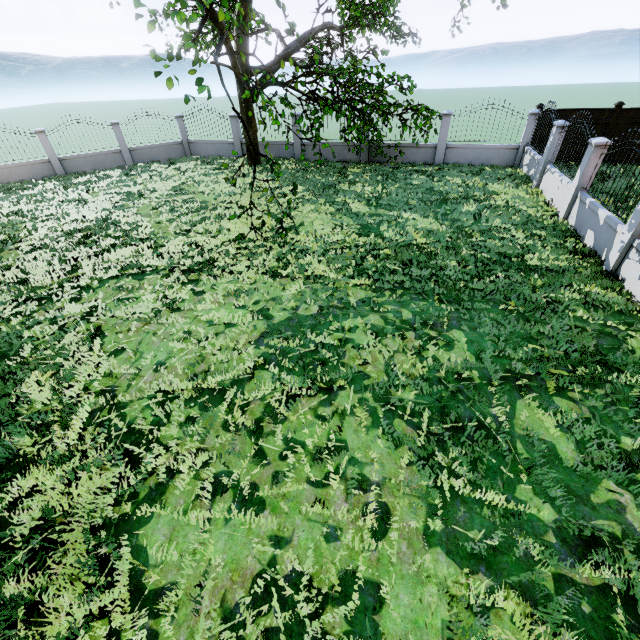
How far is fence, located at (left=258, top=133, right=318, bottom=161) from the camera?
17.8m

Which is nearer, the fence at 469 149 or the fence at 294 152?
the fence at 469 149

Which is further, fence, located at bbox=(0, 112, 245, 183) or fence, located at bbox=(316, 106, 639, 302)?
fence, located at bbox=(0, 112, 245, 183)

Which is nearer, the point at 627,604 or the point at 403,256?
the point at 627,604

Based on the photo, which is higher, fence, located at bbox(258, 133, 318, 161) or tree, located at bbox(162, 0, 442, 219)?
tree, located at bbox(162, 0, 442, 219)

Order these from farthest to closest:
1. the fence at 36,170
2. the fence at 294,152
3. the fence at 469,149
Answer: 1. the fence at 294,152
2. the fence at 36,170
3. the fence at 469,149
